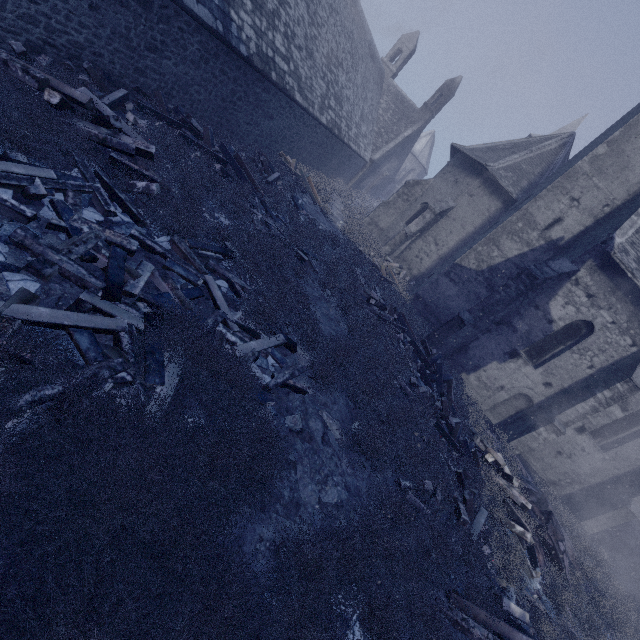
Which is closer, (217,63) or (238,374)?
(238,374)

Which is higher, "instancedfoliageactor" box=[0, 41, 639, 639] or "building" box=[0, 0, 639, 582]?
"building" box=[0, 0, 639, 582]

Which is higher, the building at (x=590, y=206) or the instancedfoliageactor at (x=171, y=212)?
the building at (x=590, y=206)

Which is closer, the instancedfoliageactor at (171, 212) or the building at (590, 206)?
the instancedfoliageactor at (171, 212)

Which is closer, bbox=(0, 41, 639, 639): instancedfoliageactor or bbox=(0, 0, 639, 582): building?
bbox=(0, 41, 639, 639): instancedfoliageactor
